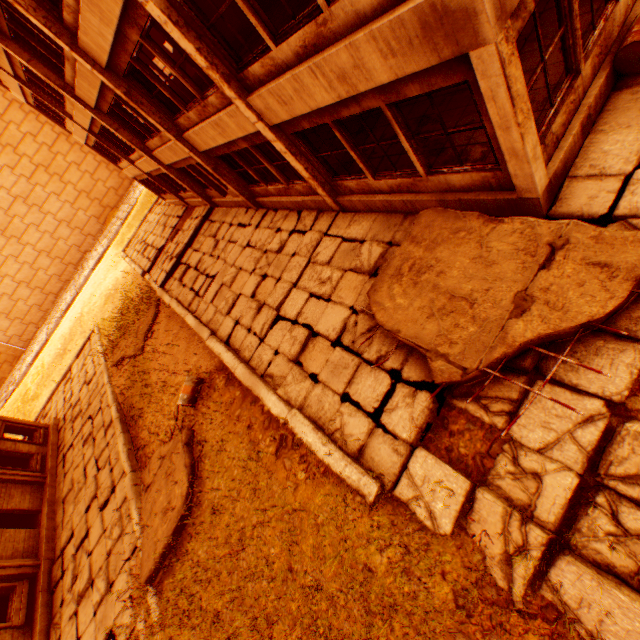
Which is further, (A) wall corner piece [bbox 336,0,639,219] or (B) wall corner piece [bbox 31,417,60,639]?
(B) wall corner piece [bbox 31,417,60,639]

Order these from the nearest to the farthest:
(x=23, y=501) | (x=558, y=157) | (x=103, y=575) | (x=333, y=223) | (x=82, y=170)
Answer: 1. (x=558, y=157)
2. (x=333, y=223)
3. (x=103, y=575)
4. (x=23, y=501)
5. (x=82, y=170)

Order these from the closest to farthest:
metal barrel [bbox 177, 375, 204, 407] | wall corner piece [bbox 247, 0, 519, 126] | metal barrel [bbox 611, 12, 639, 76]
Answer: wall corner piece [bbox 247, 0, 519, 126] → metal barrel [bbox 611, 12, 639, 76] → metal barrel [bbox 177, 375, 204, 407]

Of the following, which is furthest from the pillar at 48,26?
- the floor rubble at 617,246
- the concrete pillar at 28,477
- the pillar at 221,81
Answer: the concrete pillar at 28,477

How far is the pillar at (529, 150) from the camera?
3.5m

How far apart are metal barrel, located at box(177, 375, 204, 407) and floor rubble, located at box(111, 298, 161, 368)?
6.54m

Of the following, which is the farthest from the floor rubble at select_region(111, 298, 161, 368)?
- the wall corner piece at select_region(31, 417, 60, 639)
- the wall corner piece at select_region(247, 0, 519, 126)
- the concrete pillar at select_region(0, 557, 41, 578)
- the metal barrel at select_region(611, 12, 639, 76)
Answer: the metal barrel at select_region(611, 12, 639, 76)

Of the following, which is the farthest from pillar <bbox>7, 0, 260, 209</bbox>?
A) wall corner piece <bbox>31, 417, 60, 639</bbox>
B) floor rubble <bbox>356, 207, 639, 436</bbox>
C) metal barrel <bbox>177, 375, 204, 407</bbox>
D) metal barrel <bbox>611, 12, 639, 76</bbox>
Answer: wall corner piece <bbox>31, 417, 60, 639</bbox>
